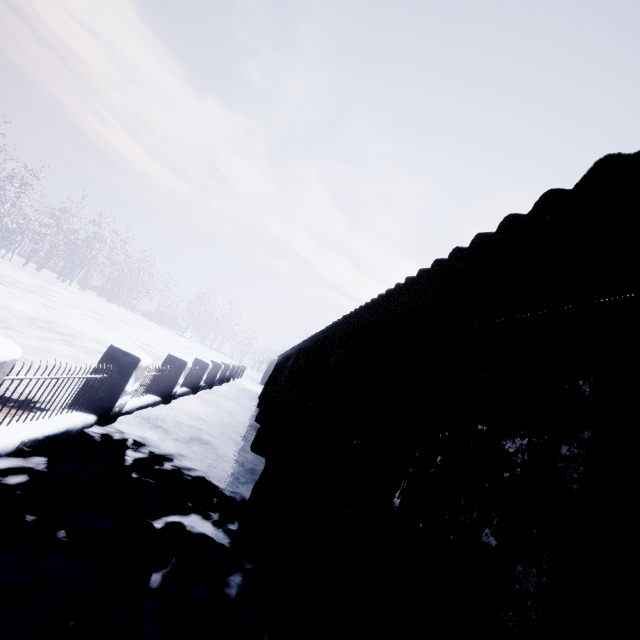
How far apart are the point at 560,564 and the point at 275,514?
3.0m
